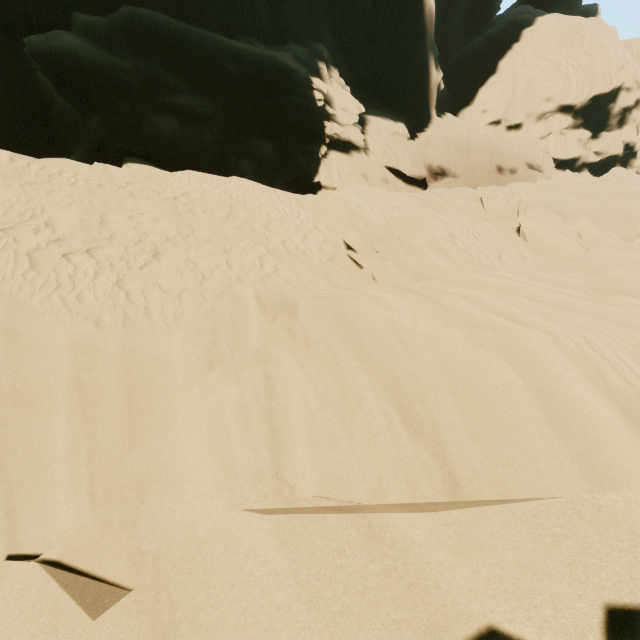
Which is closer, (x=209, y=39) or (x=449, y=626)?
(x=449, y=626)
